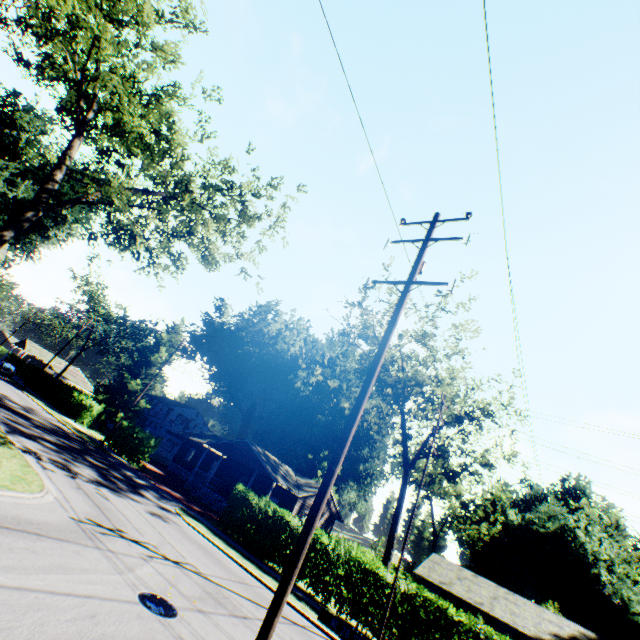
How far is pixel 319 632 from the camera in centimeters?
1271cm

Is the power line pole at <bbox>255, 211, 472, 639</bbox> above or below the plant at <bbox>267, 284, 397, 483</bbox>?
below

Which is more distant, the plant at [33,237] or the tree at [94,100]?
the plant at [33,237]

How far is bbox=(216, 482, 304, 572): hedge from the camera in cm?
1914

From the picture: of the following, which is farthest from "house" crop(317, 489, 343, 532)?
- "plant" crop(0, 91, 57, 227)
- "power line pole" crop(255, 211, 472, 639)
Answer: "power line pole" crop(255, 211, 472, 639)

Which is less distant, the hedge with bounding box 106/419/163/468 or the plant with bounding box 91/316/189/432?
the hedge with bounding box 106/419/163/468

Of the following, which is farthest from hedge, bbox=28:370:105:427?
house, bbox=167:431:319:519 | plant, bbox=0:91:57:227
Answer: house, bbox=167:431:319:519

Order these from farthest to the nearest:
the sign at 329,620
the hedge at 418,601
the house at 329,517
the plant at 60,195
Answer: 1. the plant at 60,195
2. the house at 329,517
3. the hedge at 418,601
4. the sign at 329,620
